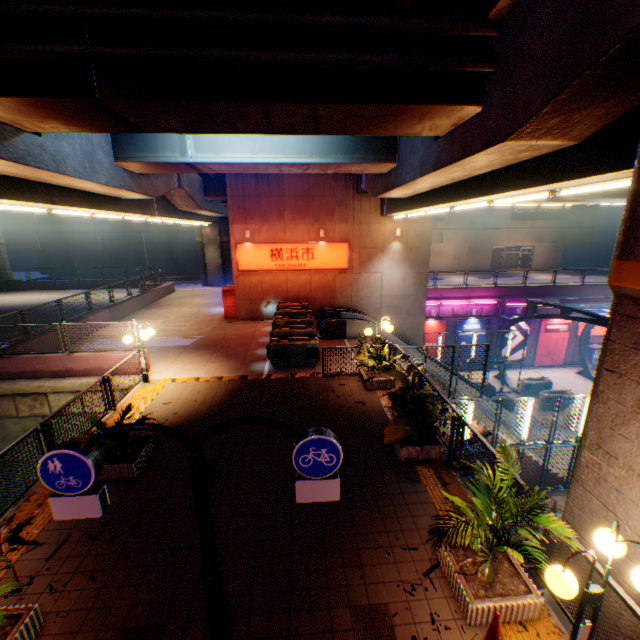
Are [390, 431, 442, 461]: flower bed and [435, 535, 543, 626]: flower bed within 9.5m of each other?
yes

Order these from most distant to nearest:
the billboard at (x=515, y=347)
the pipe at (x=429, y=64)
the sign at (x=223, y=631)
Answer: the billboard at (x=515, y=347), the pipe at (x=429, y=64), the sign at (x=223, y=631)

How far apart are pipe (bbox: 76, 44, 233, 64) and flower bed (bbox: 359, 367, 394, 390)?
8.30m

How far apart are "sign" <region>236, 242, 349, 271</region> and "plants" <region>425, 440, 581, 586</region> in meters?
15.2

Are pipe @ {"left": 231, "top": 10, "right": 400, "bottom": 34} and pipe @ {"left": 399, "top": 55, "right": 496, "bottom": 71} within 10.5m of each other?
yes

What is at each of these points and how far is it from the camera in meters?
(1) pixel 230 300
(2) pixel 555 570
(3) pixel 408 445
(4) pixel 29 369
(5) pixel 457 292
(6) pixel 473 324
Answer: (1) vending machine, 20.1
(2) street lamp, 3.4
(3) flower bed, 7.5
(4) concrete block, 12.1
(5) concrete block, 25.4
(6) billboard, 26.1

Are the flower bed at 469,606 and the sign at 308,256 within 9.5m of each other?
no

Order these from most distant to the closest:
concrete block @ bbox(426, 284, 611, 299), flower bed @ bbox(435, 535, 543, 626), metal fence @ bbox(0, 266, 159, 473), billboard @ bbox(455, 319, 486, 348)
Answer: billboard @ bbox(455, 319, 486, 348)
concrete block @ bbox(426, 284, 611, 299)
metal fence @ bbox(0, 266, 159, 473)
flower bed @ bbox(435, 535, 543, 626)
